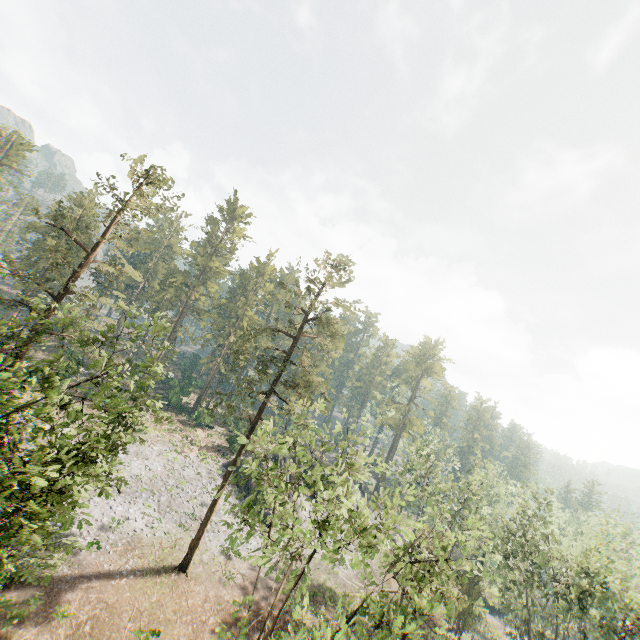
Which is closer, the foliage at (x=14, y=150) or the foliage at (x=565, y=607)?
the foliage at (x=565, y=607)

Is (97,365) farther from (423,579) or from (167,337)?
(167,337)

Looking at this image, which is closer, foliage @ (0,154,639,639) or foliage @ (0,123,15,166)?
foliage @ (0,154,639,639)

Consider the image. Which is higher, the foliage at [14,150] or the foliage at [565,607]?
the foliage at [14,150]

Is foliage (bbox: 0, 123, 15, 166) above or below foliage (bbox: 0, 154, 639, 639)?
above
